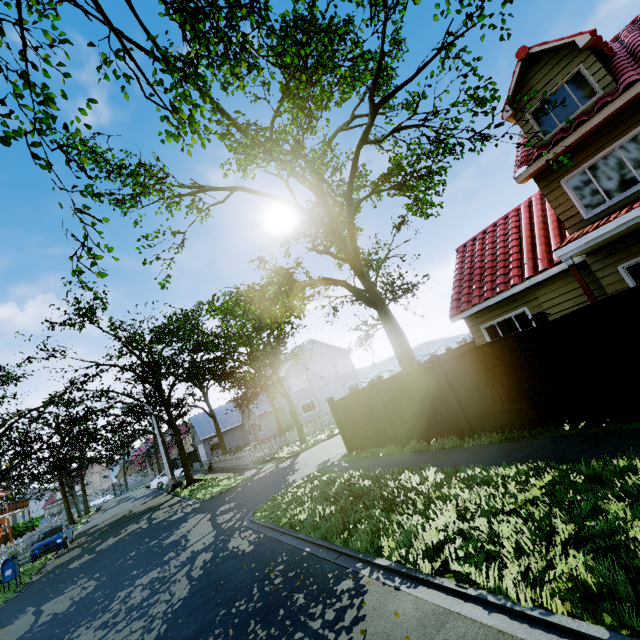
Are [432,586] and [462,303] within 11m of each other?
no

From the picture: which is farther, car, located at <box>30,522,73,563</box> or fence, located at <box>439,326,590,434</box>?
car, located at <box>30,522,73,563</box>

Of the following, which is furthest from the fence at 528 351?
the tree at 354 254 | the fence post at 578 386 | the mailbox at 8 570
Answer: the mailbox at 8 570

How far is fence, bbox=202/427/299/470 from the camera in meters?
22.2

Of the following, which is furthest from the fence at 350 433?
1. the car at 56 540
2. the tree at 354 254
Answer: the car at 56 540

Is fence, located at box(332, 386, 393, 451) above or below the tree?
below
